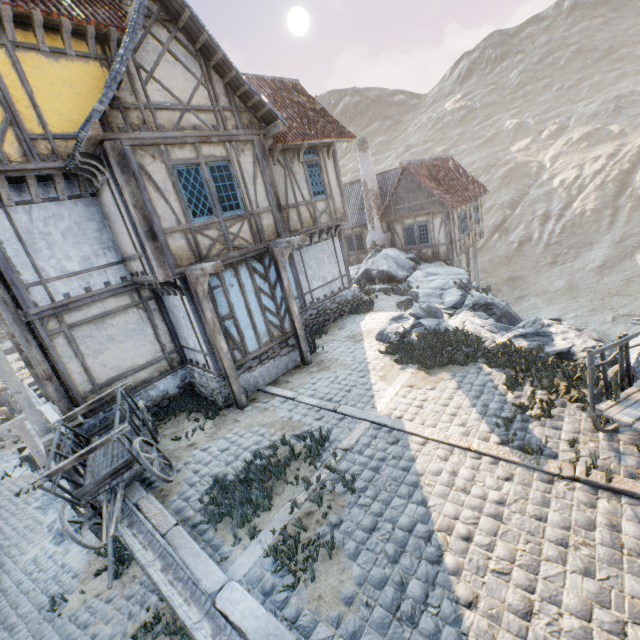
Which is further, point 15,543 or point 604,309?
point 604,309

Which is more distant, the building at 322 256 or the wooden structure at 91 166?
the building at 322 256

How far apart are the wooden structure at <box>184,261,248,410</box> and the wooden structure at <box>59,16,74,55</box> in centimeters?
550cm

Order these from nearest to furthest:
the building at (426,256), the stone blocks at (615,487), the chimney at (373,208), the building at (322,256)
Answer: the stone blocks at (615,487)
the building at (322,256)
the building at (426,256)
the chimney at (373,208)

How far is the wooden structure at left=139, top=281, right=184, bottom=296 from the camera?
8.0 meters

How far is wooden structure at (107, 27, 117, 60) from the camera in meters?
7.8 m

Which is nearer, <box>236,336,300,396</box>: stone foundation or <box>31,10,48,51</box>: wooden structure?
<box>31,10,48,51</box>: wooden structure

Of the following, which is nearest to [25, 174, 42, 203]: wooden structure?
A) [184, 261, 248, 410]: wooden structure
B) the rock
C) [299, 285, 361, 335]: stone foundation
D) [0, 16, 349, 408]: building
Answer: [0, 16, 349, 408]: building
